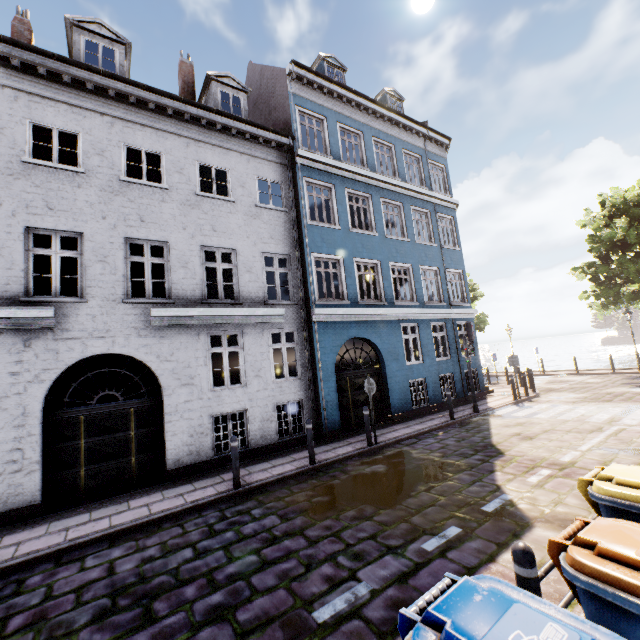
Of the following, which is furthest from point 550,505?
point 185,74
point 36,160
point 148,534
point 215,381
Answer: point 185,74

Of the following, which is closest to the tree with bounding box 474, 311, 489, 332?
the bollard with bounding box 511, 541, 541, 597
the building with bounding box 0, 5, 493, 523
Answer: the building with bounding box 0, 5, 493, 523

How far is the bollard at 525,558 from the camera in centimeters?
242cm

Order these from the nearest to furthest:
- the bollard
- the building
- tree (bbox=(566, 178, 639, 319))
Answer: the bollard, the building, tree (bbox=(566, 178, 639, 319))

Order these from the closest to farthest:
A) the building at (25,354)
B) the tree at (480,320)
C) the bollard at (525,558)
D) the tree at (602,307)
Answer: the bollard at (525,558) < the building at (25,354) < the tree at (602,307) < the tree at (480,320)

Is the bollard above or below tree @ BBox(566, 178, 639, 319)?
below

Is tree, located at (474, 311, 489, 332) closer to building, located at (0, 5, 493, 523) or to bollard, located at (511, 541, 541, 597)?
building, located at (0, 5, 493, 523)
